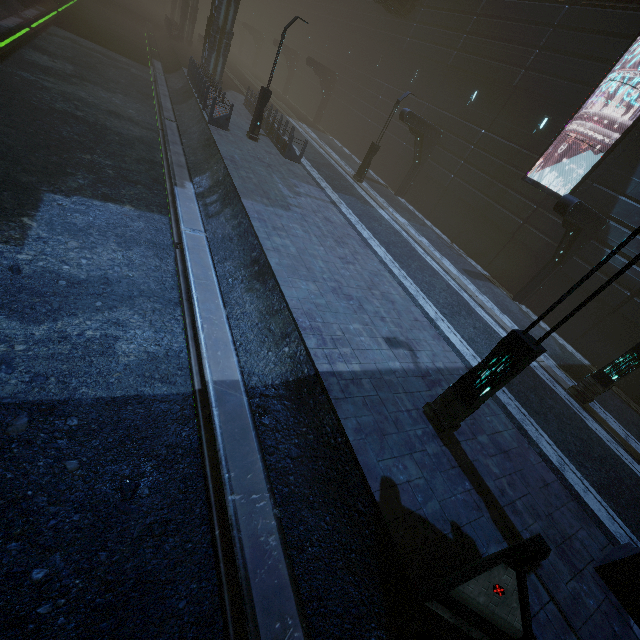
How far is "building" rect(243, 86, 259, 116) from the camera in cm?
2239

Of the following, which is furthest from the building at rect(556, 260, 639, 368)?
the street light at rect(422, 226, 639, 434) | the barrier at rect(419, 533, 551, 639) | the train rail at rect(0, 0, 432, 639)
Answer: the street light at rect(422, 226, 639, 434)

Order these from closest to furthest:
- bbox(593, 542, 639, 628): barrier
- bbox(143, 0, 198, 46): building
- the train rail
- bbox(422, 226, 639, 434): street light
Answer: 1. the train rail
2. bbox(422, 226, 639, 434): street light
3. bbox(593, 542, 639, 628): barrier
4. bbox(143, 0, 198, 46): building

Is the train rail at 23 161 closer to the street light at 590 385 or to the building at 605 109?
the building at 605 109

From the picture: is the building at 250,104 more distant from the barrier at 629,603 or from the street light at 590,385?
the street light at 590,385

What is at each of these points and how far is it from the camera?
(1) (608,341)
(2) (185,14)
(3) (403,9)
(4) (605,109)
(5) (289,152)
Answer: (1) building, 14.0 meters
(2) building, 34.6 meters
(3) building, 24.5 meters
(4) building, 14.5 meters
(5) building, 17.6 meters

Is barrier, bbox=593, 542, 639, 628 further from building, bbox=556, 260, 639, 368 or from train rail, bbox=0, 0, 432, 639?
train rail, bbox=0, 0, 432, 639

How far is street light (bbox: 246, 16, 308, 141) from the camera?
14.9m
